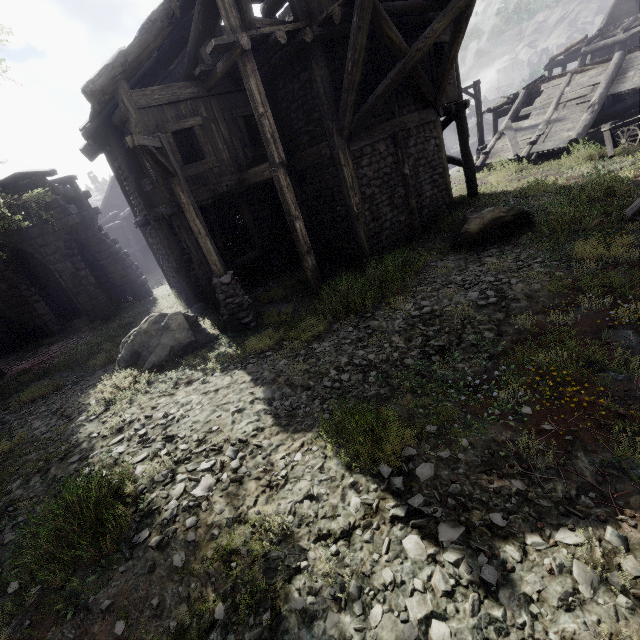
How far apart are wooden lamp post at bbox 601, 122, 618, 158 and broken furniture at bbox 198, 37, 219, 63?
14.8m

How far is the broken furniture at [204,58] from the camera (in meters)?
8.57

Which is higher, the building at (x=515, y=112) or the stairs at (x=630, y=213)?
the building at (x=515, y=112)

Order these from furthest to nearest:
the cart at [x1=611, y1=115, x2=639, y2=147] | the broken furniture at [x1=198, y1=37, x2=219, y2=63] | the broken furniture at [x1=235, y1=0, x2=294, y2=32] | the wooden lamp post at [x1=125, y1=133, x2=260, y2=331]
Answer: the cart at [x1=611, y1=115, x2=639, y2=147], the broken furniture at [x1=198, y1=37, x2=219, y2=63], the broken furniture at [x1=235, y1=0, x2=294, y2=32], the wooden lamp post at [x1=125, y1=133, x2=260, y2=331]

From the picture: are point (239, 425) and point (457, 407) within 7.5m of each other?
yes

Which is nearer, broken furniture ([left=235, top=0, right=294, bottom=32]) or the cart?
broken furniture ([left=235, top=0, right=294, bottom=32])

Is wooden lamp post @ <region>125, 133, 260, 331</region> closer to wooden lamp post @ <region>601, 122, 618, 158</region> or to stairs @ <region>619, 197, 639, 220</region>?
stairs @ <region>619, 197, 639, 220</region>

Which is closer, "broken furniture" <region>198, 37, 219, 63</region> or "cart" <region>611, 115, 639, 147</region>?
"broken furniture" <region>198, 37, 219, 63</region>
